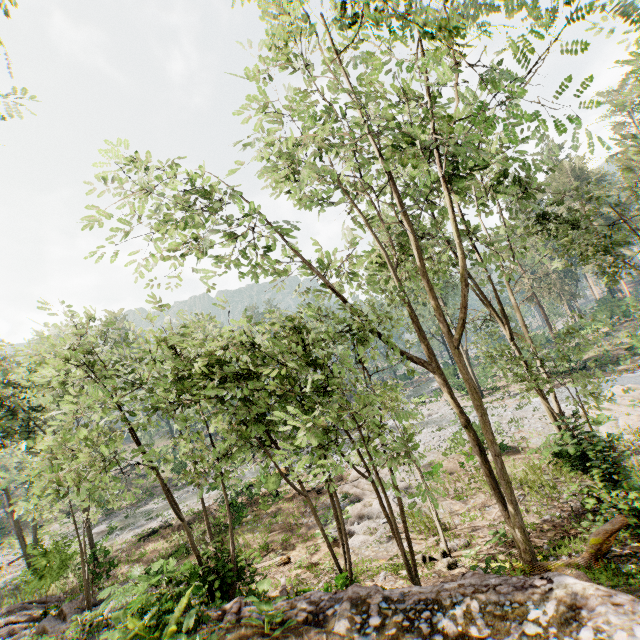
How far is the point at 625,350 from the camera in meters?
32.8

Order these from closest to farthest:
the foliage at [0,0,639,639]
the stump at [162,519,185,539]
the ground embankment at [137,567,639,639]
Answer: the ground embankment at [137,567,639,639], the foliage at [0,0,639,639], the stump at [162,519,185,539]

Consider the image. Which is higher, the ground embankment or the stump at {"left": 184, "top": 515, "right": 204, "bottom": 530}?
the ground embankment

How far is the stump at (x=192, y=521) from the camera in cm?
2253

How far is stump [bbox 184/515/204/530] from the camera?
22.5m

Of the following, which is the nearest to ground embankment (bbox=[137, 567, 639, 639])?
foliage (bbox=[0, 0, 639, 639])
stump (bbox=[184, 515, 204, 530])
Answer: foliage (bbox=[0, 0, 639, 639])

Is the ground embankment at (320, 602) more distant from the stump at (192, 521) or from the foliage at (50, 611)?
the stump at (192, 521)
